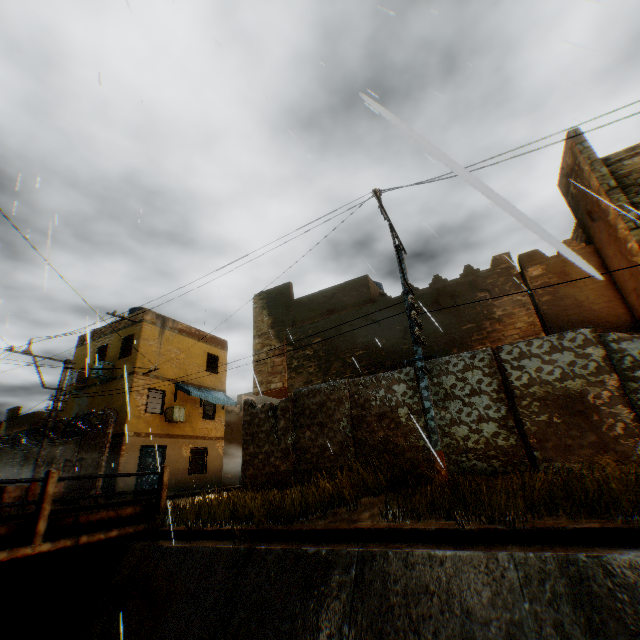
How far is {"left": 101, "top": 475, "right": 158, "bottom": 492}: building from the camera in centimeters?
1537cm

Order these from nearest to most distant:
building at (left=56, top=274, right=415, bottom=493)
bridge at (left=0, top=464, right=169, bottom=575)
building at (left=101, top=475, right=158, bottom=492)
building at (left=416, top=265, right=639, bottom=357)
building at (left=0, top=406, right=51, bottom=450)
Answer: bridge at (left=0, top=464, right=169, bottom=575) < building at (left=416, top=265, right=639, bottom=357) < building at (left=56, top=274, right=415, bottom=493) < building at (left=101, top=475, right=158, bottom=492) < building at (left=0, top=406, right=51, bottom=450)

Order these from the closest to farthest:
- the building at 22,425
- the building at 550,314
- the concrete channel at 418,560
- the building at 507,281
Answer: the concrete channel at 418,560 < the building at 507,281 < the building at 550,314 < the building at 22,425

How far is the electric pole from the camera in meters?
6.3 m

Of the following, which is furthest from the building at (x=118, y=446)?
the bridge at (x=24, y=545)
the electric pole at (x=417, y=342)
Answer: the bridge at (x=24, y=545)

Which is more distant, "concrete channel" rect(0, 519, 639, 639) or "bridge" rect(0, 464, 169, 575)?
"bridge" rect(0, 464, 169, 575)

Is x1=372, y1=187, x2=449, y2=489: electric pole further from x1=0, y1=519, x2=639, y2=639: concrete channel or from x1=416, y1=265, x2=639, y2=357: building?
x1=0, y1=519, x2=639, y2=639: concrete channel

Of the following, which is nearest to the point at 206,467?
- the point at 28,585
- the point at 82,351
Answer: the point at 82,351
